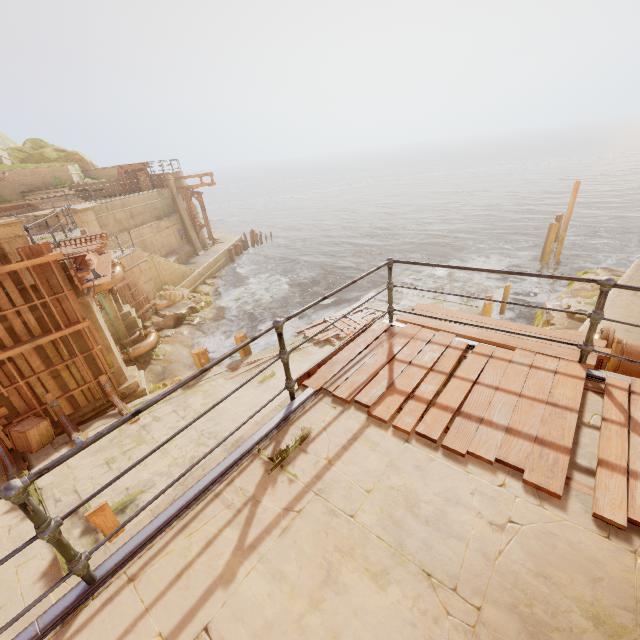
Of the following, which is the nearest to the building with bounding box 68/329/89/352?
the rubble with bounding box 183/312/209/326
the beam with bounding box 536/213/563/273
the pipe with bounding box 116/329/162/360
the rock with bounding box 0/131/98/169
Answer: the pipe with bounding box 116/329/162/360

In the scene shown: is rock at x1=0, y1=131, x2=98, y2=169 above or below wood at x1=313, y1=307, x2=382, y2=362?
above

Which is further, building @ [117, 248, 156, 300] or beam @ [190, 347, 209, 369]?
building @ [117, 248, 156, 300]

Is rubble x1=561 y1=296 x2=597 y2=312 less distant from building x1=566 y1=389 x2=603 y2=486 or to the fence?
the fence

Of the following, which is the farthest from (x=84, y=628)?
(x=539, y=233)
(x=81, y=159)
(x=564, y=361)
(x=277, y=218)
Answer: (x=277, y=218)

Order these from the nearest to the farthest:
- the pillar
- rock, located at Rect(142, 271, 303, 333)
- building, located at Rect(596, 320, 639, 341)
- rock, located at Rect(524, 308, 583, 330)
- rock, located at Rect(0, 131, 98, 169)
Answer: building, located at Rect(596, 320, 639, 341), rock, located at Rect(524, 308, 583, 330), the pillar, rock, located at Rect(142, 271, 303, 333), rock, located at Rect(0, 131, 98, 169)

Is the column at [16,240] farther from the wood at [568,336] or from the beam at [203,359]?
the wood at [568,336]

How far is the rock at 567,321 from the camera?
12.80m
